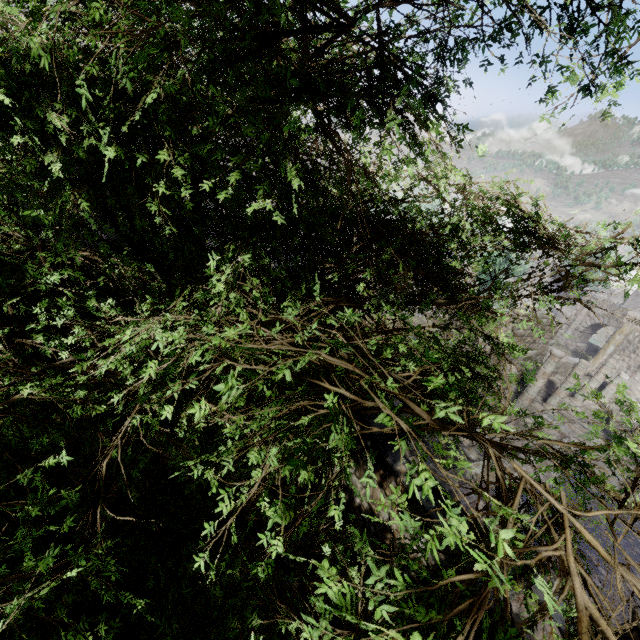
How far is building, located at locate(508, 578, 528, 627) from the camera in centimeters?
369cm

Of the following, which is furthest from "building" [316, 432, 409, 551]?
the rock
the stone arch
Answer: the rock

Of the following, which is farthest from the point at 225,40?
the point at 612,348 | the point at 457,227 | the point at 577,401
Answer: the point at 612,348

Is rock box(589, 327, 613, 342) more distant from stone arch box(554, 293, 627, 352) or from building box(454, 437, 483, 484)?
A: building box(454, 437, 483, 484)

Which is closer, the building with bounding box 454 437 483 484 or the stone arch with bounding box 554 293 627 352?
the building with bounding box 454 437 483 484

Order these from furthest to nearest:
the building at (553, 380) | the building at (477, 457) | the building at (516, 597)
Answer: the building at (553, 380) → the building at (477, 457) → the building at (516, 597)

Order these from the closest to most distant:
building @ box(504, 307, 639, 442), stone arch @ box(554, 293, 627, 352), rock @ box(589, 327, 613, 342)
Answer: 1. building @ box(504, 307, 639, 442)
2. stone arch @ box(554, 293, 627, 352)
3. rock @ box(589, 327, 613, 342)

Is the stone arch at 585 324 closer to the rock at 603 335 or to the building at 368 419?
the rock at 603 335
